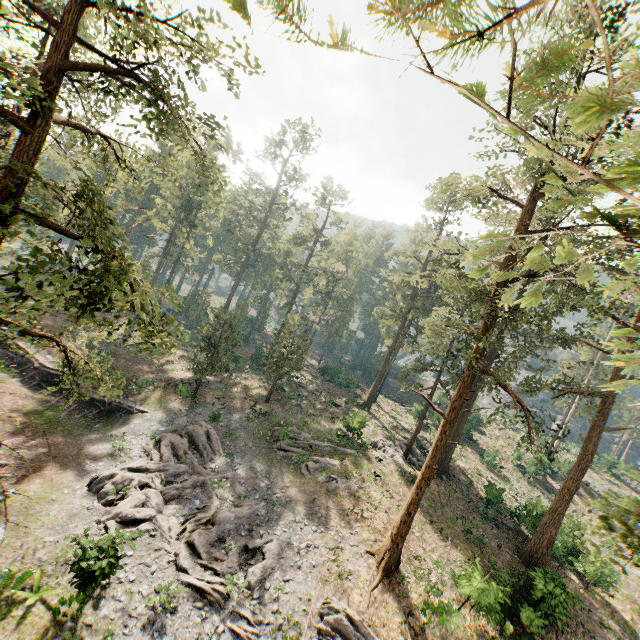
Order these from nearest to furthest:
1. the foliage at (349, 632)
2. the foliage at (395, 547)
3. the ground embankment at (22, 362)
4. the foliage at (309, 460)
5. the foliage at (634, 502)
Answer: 1. the foliage at (395, 547)
2. the foliage at (634, 502)
3. the foliage at (349, 632)
4. the foliage at (309, 460)
5. the ground embankment at (22, 362)

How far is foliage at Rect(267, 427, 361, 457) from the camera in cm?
2745

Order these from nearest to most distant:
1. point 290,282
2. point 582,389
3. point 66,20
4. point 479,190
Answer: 1. point 66,20
2. point 479,190
3. point 582,389
4. point 290,282

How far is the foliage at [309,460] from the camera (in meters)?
25.88

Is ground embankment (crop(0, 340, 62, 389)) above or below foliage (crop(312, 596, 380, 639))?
below

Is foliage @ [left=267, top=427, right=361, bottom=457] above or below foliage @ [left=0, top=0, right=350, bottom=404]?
below

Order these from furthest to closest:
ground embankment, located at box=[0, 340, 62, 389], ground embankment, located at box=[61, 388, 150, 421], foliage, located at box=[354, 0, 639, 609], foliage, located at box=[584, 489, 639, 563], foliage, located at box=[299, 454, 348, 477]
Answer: ground embankment, located at box=[0, 340, 62, 389] → ground embankment, located at box=[61, 388, 150, 421] → foliage, located at box=[299, 454, 348, 477] → foliage, located at box=[584, 489, 639, 563] → foliage, located at box=[354, 0, 639, 609]

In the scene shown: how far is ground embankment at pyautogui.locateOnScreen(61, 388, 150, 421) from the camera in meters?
27.2 m
